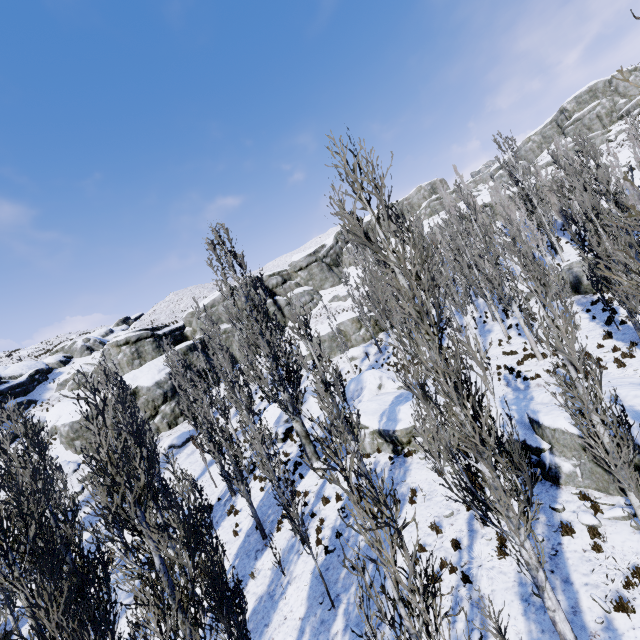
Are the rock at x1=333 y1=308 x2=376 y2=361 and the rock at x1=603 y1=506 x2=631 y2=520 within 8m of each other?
no

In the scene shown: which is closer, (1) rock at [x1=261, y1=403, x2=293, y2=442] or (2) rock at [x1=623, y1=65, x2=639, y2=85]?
(1) rock at [x1=261, y1=403, x2=293, y2=442]

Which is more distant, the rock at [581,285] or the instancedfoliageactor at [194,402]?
the rock at [581,285]

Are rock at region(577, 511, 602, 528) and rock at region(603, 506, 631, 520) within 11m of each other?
yes

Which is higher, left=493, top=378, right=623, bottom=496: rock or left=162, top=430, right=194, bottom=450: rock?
left=162, top=430, right=194, bottom=450: rock

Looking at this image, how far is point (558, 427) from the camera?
10.26m

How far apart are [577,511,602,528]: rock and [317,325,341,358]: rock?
27.7m

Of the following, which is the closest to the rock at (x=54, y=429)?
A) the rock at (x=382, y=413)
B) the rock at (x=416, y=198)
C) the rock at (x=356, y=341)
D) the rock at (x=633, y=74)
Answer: the rock at (x=416, y=198)
